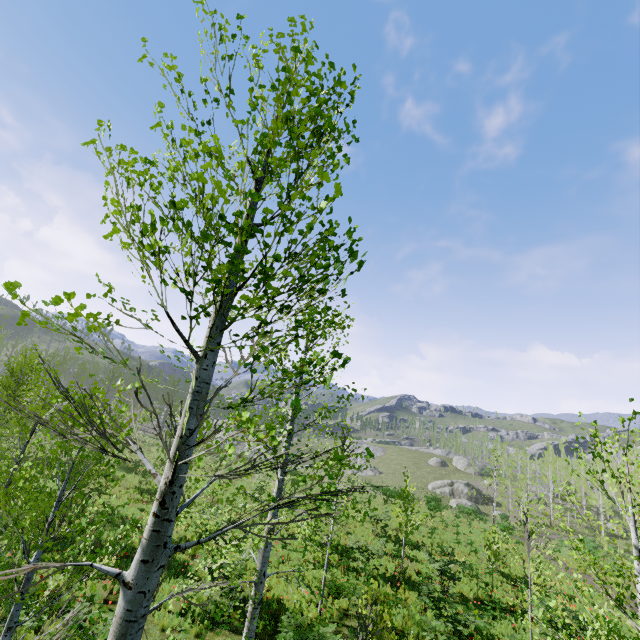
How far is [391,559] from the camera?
17.2m

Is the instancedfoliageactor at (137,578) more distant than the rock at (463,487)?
No

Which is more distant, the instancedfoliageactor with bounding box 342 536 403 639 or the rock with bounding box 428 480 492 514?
the rock with bounding box 428 480 492 514

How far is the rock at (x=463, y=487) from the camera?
48.5m

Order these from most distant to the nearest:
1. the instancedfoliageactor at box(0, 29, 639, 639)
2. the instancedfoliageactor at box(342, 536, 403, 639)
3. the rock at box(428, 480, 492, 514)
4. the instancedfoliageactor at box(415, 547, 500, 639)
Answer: the rock at box(428, 480, 492, 514) < the instancedfoliageactor at box(415, 547, 500, 639) < the instancedfoliageactor at box(342, 536, 403, 639) < the instancedfoliageactor at box(0, 29, 639, 639)

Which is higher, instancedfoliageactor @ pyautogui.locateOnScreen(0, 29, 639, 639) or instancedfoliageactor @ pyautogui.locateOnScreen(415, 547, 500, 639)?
instancedfoliageactor @ pyautogui.locateOnScreen(0, 29, 639, 639)

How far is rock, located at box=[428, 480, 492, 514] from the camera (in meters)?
48.46
